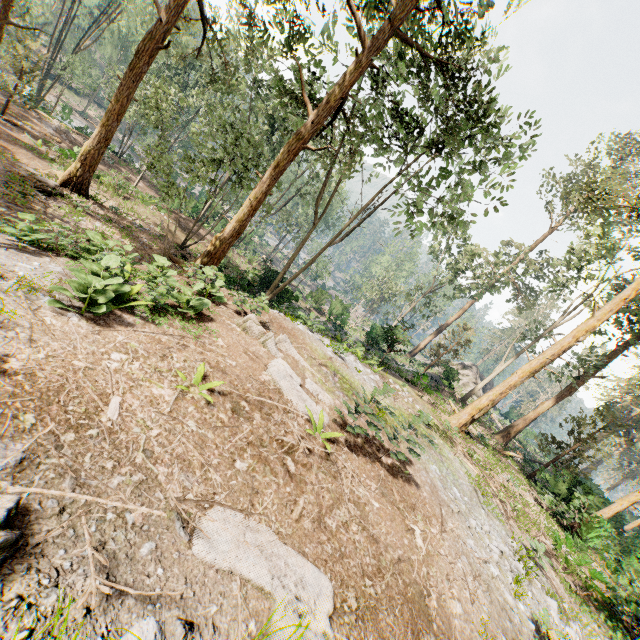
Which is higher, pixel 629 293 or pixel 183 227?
pixel 629 293

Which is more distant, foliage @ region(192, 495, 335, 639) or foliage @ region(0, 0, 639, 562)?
foliage @ region(0, 0, 639, 562)

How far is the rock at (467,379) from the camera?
31.2 meters

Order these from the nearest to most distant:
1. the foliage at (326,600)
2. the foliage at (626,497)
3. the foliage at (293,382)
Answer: the foliage at (326,600)
the foliage at (293,382)
the foliage at (626,497)

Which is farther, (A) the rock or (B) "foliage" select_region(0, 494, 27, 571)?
(A) the rock

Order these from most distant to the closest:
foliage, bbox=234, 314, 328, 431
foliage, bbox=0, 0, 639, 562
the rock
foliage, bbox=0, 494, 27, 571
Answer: the rock, foliage, bbox=0, 0, 639, 562, foliage, bbox=234, 314, 328, 431, foliage, bbox=0, 494, 27, 571

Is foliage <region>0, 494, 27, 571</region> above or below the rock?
below
